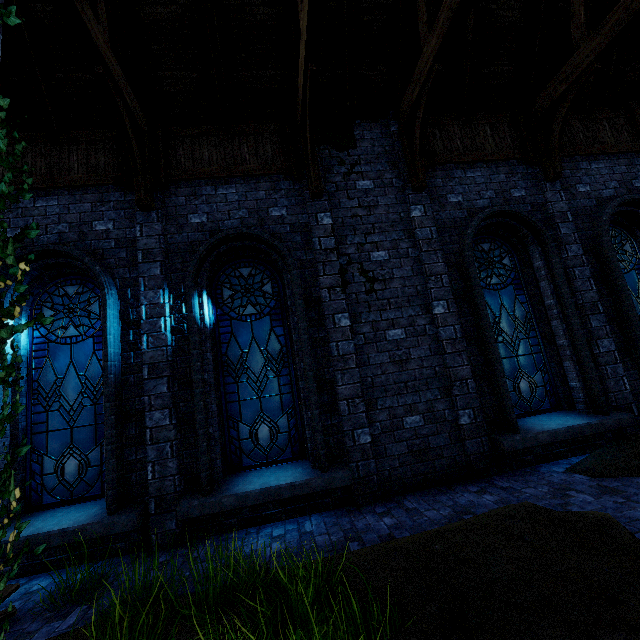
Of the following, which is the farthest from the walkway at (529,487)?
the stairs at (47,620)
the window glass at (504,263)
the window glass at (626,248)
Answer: the window glass at (626,248)

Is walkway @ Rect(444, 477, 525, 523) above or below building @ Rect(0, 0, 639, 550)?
below

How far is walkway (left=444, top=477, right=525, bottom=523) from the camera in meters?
4.1 m

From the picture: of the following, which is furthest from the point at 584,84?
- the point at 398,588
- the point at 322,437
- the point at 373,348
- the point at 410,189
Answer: the point at 398,588

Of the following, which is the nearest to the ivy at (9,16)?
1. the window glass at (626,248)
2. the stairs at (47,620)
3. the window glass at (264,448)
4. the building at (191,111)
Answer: the building at (191,111)

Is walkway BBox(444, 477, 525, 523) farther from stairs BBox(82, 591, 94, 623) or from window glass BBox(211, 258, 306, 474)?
window glass BBox(211, 258, 306, 474)

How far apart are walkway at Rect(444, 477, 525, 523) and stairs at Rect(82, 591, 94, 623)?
0.00m
